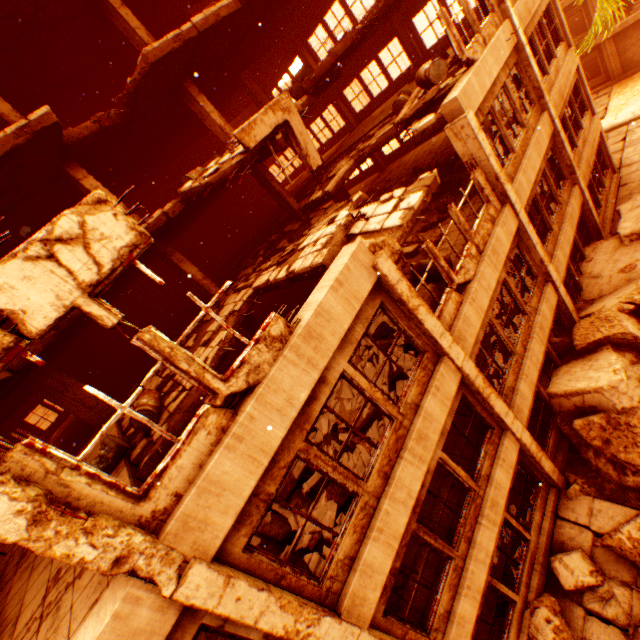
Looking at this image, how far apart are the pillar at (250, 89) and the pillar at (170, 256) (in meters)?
9.75

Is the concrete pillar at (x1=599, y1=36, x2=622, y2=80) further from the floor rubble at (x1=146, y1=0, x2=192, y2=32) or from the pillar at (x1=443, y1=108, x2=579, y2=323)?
the pillar at (x1=443, y1=108, x2=579, y2=323)

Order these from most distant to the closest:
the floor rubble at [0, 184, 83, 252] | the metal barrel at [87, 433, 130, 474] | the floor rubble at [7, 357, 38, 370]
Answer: the floor rubble at [0, 184, 83, 252], the floor rubble at [7, 357, 38, 370], the metal barrel at [87, 433, 130, 474]

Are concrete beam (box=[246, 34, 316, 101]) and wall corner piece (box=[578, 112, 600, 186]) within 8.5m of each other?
no

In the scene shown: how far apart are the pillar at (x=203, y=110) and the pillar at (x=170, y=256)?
4.6m

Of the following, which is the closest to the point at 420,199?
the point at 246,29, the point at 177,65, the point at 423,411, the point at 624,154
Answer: the point at 423,411

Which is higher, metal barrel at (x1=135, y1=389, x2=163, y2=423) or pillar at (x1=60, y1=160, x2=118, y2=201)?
pillar at (x1=60, y1=160, x2=118, y2=201)

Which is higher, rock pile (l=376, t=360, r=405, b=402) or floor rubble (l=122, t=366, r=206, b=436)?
floor rubble (l=122, t=366, r=206, b=436)
